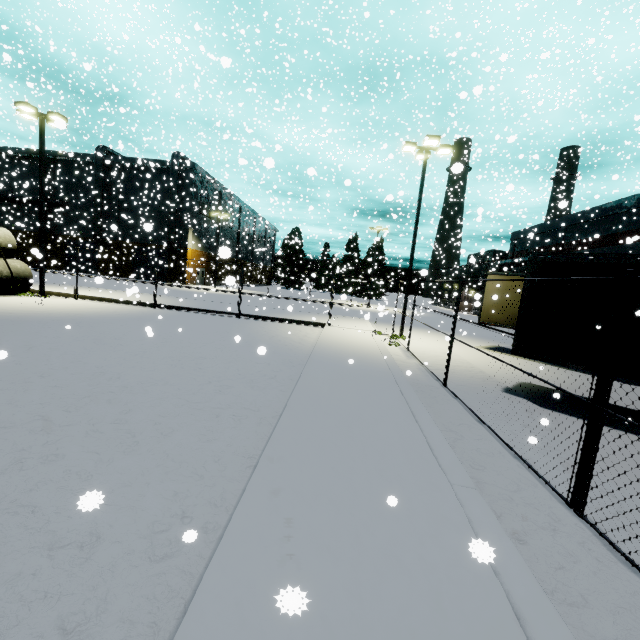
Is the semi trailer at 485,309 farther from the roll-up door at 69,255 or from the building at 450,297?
the roll-up door at 69,255

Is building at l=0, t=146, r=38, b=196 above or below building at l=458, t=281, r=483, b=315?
above

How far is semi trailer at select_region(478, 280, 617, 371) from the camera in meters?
7.8 m

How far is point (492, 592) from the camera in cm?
271

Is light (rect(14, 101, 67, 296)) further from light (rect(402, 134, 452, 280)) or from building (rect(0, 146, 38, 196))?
light (rect(402, 134, 452, 280))

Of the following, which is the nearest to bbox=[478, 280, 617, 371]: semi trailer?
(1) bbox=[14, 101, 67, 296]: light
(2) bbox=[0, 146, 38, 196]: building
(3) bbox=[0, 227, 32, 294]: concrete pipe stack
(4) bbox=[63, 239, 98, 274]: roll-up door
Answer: (2) bbox=[0, 146, 38, 196]: building

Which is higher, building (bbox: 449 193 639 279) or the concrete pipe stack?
building (bbox: 449 193 639 279)

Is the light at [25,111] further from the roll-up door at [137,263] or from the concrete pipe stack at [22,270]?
the roll-up door at [137,263]
